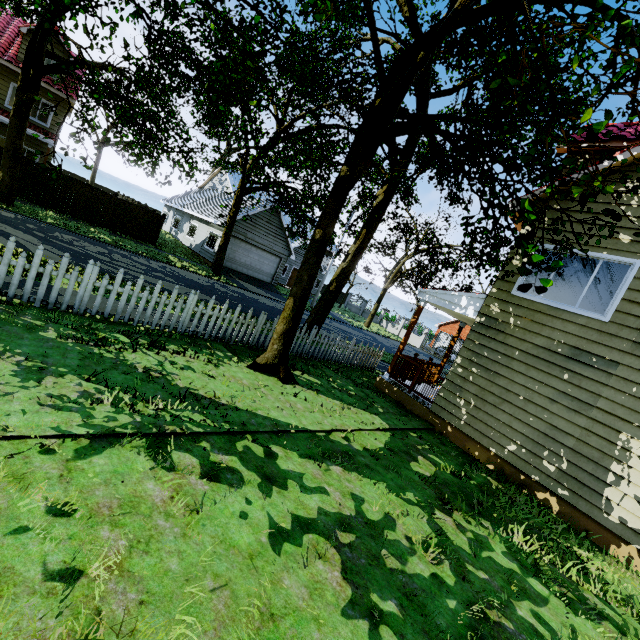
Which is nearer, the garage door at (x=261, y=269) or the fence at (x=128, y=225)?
the fence at (x=128, y=225)

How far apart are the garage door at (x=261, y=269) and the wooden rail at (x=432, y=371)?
17.7m

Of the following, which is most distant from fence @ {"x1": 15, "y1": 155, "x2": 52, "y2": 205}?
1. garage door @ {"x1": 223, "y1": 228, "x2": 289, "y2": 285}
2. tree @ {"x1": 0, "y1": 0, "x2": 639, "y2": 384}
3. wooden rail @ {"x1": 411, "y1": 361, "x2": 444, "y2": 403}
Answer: garage door @ {"x1": 223, "y1": 228, "x2": 289, "y2": 285}

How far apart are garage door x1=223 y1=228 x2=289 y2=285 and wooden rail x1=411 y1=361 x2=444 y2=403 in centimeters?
1772cm

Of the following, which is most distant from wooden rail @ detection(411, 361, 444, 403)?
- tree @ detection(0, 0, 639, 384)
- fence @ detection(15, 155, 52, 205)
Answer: tree @ detection(0, 0, 639, 384)

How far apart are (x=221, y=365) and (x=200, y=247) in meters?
21.8
